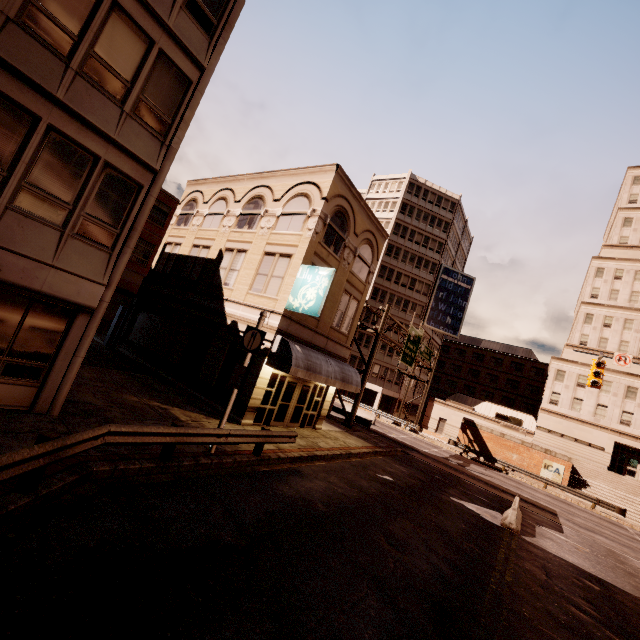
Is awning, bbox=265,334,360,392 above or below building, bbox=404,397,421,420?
above

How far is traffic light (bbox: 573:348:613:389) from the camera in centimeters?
1742cm

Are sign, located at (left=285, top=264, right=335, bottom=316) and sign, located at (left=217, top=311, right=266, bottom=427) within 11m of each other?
yes

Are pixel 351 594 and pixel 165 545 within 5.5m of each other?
yes

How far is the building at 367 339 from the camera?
49.09m

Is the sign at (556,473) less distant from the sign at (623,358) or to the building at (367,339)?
the building at (367,339)

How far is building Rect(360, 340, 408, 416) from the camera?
46.2m

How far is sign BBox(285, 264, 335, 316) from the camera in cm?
1423
